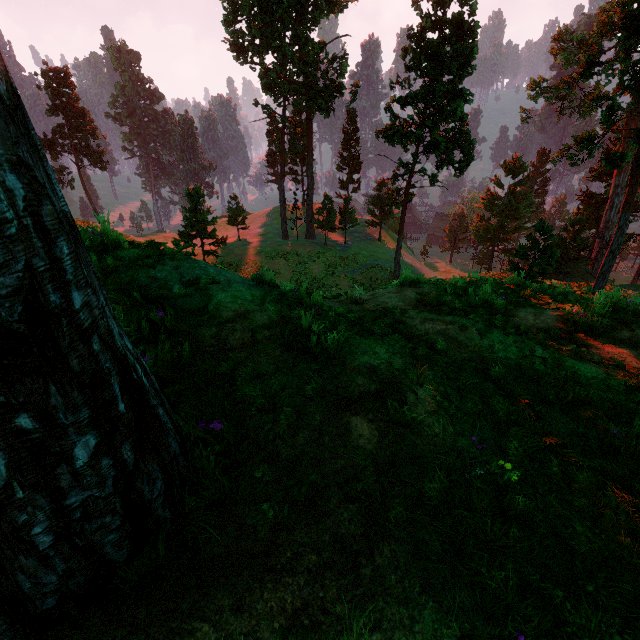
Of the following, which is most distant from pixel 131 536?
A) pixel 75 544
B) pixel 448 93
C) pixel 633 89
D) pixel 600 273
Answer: pixel 448 93

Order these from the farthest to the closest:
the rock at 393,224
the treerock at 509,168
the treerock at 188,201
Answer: the rock at 393,224
the treerock at 509,168
the treerock at 188,201

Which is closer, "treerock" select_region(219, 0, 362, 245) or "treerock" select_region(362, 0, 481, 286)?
"treerock" select_region(362, 0, 481, 286)

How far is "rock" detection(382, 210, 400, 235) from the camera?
55.0m

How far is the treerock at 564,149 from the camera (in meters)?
17.81

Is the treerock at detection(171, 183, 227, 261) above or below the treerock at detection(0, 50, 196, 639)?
below

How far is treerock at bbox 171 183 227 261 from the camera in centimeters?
3069cm
